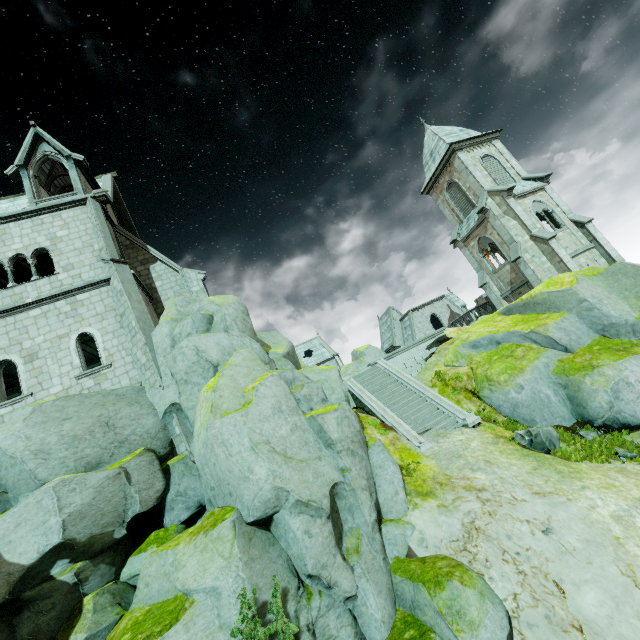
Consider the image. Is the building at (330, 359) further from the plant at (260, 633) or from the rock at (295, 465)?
the plant at (260, 633)

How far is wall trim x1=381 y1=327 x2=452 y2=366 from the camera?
20.9m

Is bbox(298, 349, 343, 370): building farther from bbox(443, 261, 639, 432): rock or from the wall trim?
the wall trim

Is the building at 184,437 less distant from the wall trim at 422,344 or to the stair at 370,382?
the stair at 370,382

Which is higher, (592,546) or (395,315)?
(395,315)

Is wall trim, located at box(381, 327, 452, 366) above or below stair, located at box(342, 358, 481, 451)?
above

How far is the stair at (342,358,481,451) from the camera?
14.41m

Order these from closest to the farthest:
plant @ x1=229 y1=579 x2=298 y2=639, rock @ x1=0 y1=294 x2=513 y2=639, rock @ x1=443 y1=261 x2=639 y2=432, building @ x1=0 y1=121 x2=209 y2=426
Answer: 1. plant @ x1=229 y1=579 x2=298 y2=639
2. rock @ x1=0 y1=294 x2=513 y2=639
3. rock @ x1=443 y1=261 x2=639 y2=432
4. building @ x1=0 y1=121 x2=209 y2=426
